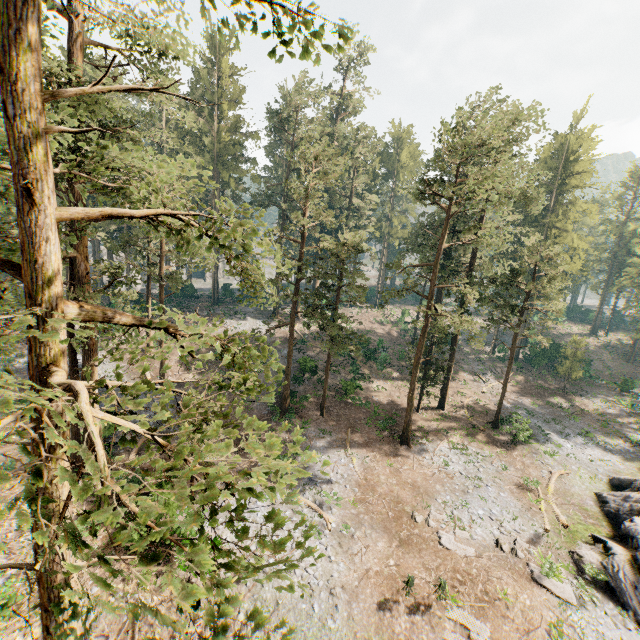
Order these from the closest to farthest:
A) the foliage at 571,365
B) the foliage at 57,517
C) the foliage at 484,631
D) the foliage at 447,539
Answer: the foliage at 57,517 → the foliage at 484,631 → the foliage at 447,539 → the foliage at 571,365

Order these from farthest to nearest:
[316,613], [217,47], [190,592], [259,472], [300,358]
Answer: [217,47] → [300,358] → [316,613] → [259,472] → [190,592]

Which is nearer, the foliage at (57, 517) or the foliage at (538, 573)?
the foliage at (57, 517)

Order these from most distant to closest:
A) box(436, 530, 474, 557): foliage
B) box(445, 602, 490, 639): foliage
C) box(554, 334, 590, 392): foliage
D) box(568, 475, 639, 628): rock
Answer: box(554, 334, 590, 392): foliage, box(436, 530, 474, 557): foliage, box(568, 475, 639, 628): rock, box(445, 602, 490, 639): foliage

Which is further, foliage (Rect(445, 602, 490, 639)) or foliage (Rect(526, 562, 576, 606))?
foliage (Rect(526, 562, 576, 606))

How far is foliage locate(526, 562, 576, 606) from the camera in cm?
1667
